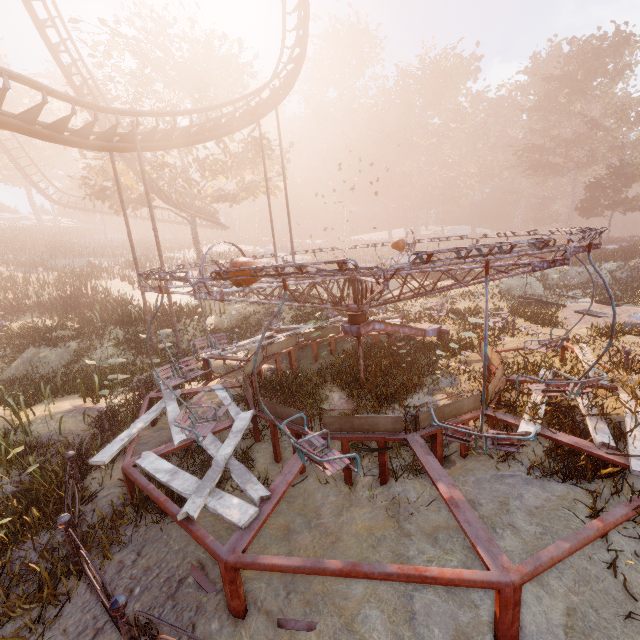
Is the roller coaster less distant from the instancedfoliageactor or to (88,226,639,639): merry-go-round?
(88,226,639,639): merry-go-round

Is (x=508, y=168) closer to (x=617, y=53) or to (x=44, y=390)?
(x=617, y=53)

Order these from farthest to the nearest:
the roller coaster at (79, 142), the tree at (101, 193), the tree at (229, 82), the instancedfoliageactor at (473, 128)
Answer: the instancedfoliageactor at (473, 128)
the tree at (101, 193)
the tree at (229, 82)
the roller coaster at (79, 142)

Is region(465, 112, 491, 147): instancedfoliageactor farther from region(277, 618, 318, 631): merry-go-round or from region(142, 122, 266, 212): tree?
region(277, 618, 318, 631): merry-go-round

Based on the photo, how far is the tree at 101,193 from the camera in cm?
2211

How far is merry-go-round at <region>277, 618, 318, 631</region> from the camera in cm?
391

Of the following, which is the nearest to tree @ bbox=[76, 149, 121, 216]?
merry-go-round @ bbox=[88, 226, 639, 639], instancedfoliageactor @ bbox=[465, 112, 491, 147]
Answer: merry-go-round @ bbox=[88, 226, 639, 639]

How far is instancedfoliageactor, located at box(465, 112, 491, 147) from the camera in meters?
55.9
